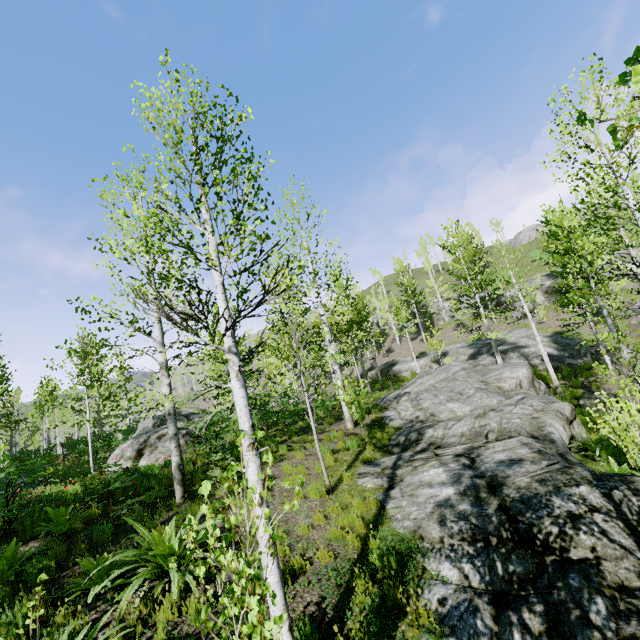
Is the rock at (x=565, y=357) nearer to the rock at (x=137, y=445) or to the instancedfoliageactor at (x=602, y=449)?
the instancedfoliageactor at (x=602, y=449)

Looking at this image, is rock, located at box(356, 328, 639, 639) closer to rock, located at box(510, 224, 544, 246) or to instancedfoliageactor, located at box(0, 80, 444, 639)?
instancedfoliageactor, located at box(0, 80, 444, 639)

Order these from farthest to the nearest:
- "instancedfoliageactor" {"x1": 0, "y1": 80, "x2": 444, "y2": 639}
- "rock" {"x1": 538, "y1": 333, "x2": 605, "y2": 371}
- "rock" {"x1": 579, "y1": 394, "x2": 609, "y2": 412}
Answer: "rock" {"x1": 538, "y1": 333, "x2": 605, "y2": 371}
"rock" {"x1": 579, "y1": 394, "x2": 609, "y2": 412}
"instancedfoliageactor" {"x1": 0, "y1": 80, "x2": 444, "y2": 639}

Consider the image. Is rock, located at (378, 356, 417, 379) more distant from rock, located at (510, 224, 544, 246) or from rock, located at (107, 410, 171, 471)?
rock, located at (510, 224, 544, 246)

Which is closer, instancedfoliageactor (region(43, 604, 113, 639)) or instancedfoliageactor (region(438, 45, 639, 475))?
instancedfoliageactor (region(43, 604, 113, 639))

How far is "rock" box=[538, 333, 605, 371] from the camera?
20.6m

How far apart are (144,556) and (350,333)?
50.79m

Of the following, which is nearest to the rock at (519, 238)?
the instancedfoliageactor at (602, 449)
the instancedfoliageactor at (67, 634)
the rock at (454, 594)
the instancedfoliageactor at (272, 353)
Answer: the instancedfoliageactor at (602, 449)
